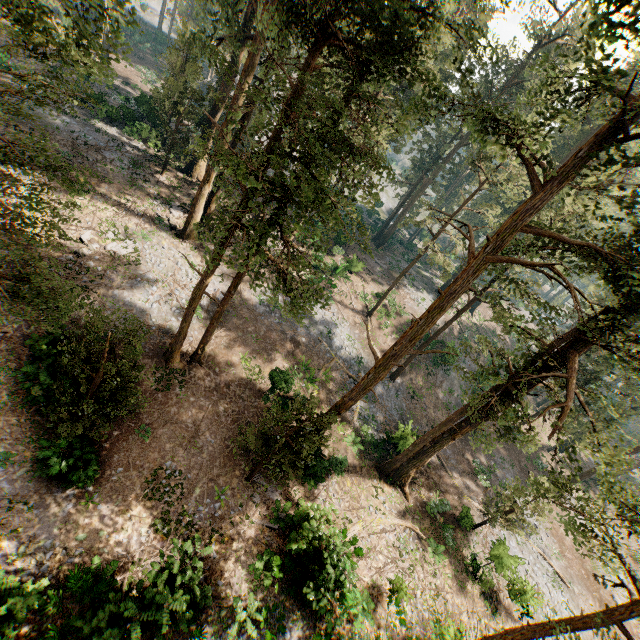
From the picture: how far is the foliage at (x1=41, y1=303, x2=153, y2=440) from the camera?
11.1 meters

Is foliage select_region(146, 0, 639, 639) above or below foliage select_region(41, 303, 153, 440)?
above

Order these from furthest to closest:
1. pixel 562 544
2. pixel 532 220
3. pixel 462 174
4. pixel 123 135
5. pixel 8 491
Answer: pixel 462 174 → pixel 123 135 → pixel 562 544 → pixel 532 220 → pixel 8 491

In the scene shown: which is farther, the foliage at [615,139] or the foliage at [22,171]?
the foliage at [615,139]

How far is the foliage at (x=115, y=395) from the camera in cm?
1115

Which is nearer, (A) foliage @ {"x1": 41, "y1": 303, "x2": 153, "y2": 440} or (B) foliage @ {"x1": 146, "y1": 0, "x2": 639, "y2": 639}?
(B) foliage @ {"x1": 146, "y1": 0, "x2": 639, "y2": 639}

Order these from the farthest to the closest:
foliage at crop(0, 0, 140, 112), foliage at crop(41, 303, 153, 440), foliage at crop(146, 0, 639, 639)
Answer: foliage at crop(41, 303, 153, 440), foliage at crop(146, 0, 639, 639), foliage at crop(0, 0, 140, 112)
